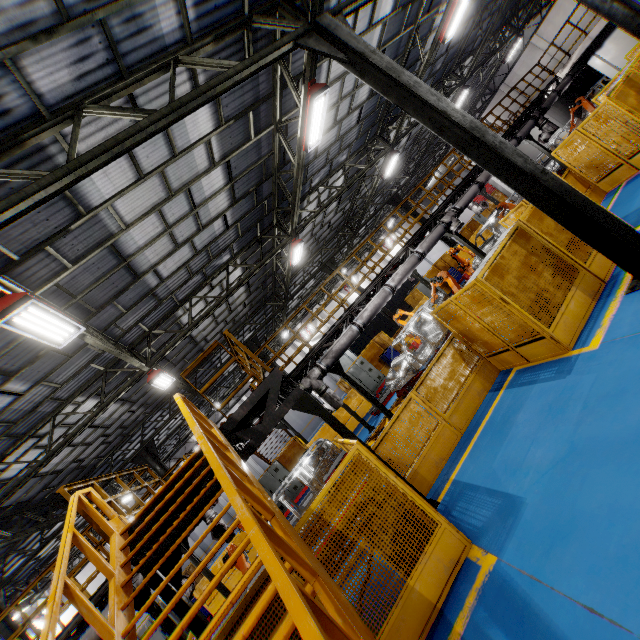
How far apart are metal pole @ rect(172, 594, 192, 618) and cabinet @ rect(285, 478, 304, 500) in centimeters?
1238cm

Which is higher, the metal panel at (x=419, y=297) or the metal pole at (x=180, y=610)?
the metal pole at (x=180, y=610)

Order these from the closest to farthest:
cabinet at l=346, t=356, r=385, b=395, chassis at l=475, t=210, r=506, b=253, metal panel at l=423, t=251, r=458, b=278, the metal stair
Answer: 1. the metal stair
2. chassis at l=475, t=210, r=506, b=253
3. cabinet at l=346, t=356, r=385, b=395
4. metal panel at l=423, t=251, r=458, b=278

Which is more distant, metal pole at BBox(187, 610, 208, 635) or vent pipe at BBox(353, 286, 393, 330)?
vent pipe at BBox(353, 286, 393, 330)

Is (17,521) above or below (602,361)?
above

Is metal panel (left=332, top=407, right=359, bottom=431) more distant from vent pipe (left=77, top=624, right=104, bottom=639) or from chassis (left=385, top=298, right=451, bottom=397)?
chassis (left=385, top=298, right=451, bottom=397)

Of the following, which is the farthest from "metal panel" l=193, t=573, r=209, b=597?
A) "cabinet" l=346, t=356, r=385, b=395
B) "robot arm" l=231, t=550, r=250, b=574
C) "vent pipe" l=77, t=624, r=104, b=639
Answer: "vent pipe" l=77, t=624, r=104, b=639

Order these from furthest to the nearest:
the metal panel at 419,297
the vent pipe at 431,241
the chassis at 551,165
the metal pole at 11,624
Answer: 1. the metal panel at 419,297
2. the chassis at 551,165
3. the metal pole at 11,624
4. the vent pipe at 431,241
